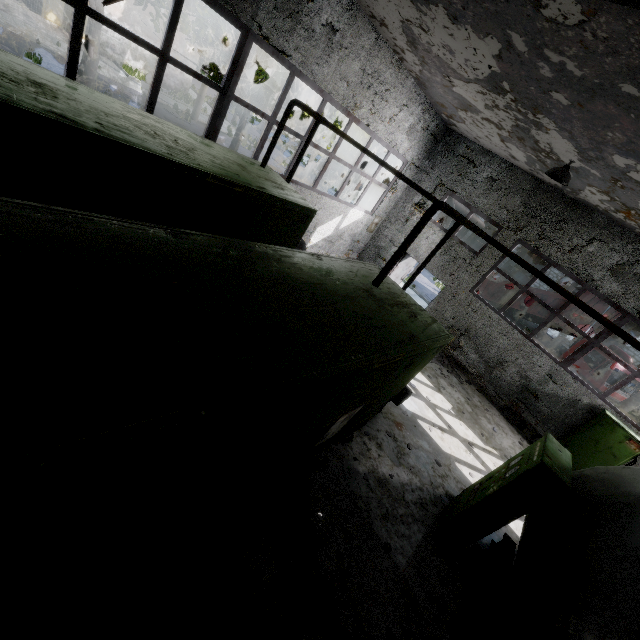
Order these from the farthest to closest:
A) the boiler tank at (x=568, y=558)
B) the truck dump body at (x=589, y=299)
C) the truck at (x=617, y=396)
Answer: the truck dump body at (x=589, y=299) < the truck at (x=617, y=396) < the boiler tank at (x=568, y=558)

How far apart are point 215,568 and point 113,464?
3.2m

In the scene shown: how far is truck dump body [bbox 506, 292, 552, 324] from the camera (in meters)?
17.47

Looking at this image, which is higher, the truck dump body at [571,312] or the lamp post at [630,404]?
the truck dump body at [571,312]

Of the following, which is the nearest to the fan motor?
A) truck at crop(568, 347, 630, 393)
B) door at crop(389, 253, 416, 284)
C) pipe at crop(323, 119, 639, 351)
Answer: pipe at crop(323, 119, 639, 351)

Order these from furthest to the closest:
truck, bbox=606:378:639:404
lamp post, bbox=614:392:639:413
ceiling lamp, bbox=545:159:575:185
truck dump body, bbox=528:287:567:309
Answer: truck dump body, bbox=528:287:567:309 → truck, bbox=606:378:639:404 → lamp post, bbox=614:392:639:413 → ceiling lamp, bbox=545:159:575:185

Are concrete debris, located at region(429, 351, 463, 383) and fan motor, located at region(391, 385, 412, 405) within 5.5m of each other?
yes

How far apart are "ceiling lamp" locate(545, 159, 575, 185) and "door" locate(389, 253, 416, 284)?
6.5 meters
